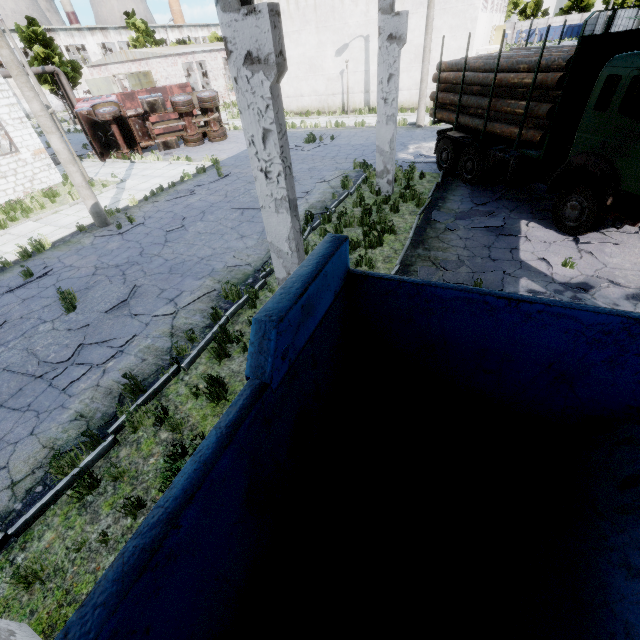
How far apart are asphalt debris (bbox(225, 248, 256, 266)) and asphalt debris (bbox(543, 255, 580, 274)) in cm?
654

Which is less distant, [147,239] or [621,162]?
[621,162]

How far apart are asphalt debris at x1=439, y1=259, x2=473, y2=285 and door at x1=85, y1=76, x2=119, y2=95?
42.31m

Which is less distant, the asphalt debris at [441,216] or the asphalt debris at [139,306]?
the asphalt debris at [139,306]

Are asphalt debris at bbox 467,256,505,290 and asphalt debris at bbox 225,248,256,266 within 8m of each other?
yes

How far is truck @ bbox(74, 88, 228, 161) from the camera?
19.1m

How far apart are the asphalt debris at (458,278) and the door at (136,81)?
36.8m

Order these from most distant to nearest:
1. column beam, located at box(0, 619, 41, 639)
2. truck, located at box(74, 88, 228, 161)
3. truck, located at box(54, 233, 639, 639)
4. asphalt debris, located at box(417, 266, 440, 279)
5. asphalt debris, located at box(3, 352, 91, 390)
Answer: truck, located at box(74, 88, 228, 161) < asphalt debris, located at box(417, 266, 440, 279) < asphalt debris, located at box(3, 352, 91, 390) < column beam, located at box(0, 619, 41, 639) < truck, located at box(54, 233, 639, 639)
